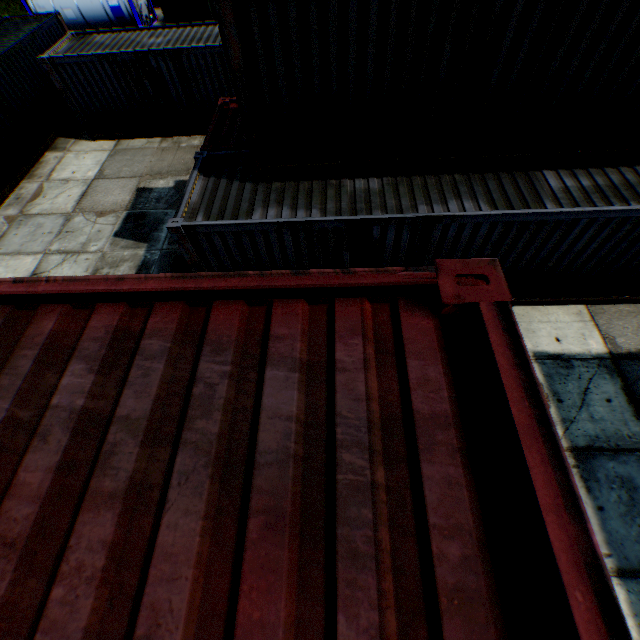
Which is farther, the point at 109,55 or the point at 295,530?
the point at 109,55
